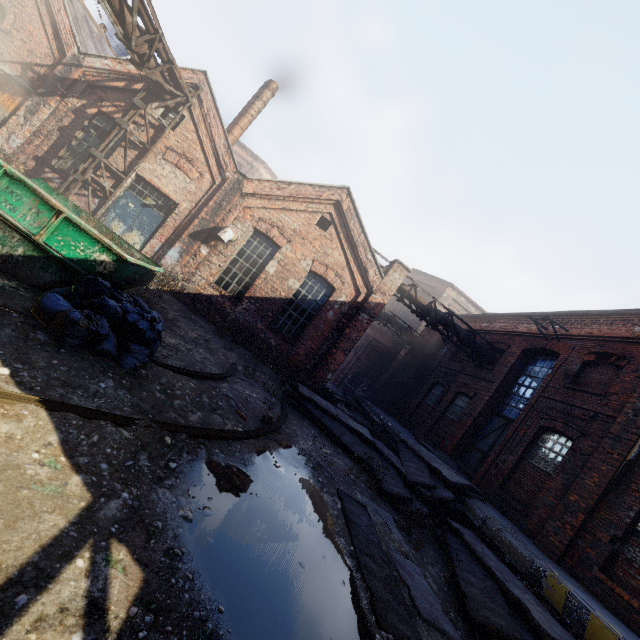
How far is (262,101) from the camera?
14.6 meters

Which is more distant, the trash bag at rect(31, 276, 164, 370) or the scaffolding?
the scaffolding

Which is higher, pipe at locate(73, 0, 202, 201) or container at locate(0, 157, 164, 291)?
pipe at locate(73, 0, 202, 201)

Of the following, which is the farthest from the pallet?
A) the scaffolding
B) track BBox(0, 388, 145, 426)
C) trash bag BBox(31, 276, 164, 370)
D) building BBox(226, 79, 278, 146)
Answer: building BBox(226, 79, 278, 146)

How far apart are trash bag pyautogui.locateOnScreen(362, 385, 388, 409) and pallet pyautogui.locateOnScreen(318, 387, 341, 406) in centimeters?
705cm

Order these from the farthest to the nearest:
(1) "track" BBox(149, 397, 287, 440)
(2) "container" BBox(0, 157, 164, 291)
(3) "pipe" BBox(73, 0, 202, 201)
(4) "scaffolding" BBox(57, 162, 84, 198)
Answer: (4) "scaffolding" BBox(57, 162, 84, 198) → (3) "pipe" BBox(73, 0, 202, 201) → (2) "container" BBox(0, 157, 164, 291) → (1) "track" BBox(149, 397, 287, 440)

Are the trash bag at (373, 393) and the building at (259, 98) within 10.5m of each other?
no

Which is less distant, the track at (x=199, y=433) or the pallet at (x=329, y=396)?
the track at (x=199, y=433)
